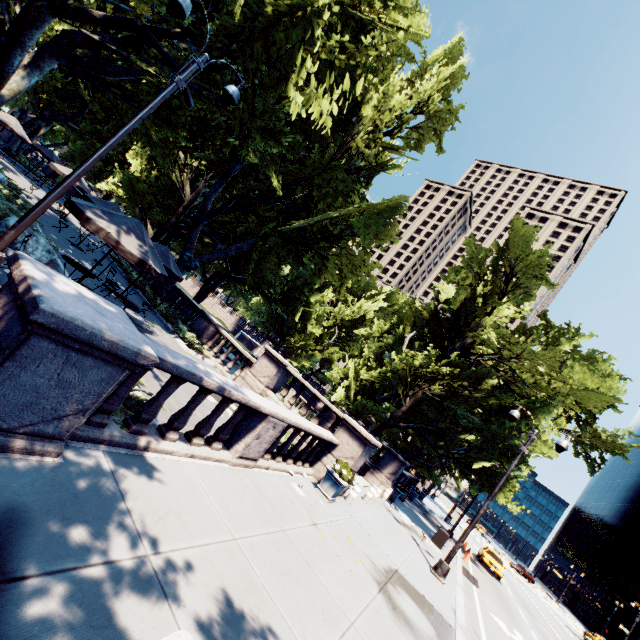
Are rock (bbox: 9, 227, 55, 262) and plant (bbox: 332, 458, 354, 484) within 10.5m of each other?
no

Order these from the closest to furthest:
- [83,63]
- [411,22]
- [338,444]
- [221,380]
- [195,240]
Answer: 1. [221,380]
2. [338,444]
3. [83,63]
4. [411,22]
5. [195,240]

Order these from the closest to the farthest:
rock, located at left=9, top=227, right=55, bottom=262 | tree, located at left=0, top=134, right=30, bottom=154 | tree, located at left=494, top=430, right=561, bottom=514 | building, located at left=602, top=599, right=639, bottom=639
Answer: rock, located at left=9, top=227, right=55, bottom=262 < tree, located at left=494, top=430, right=561, bottom=514 < tree, located at left=0, top=134, right=30, bottom=154 < building, located at left=602, top=599, right=639, bottom=639

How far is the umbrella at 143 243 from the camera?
7.2m

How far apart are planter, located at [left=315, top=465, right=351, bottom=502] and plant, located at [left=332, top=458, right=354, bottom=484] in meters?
0.0

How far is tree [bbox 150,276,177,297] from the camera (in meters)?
18.86

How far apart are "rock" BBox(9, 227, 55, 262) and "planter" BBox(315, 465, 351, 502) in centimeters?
1121cm

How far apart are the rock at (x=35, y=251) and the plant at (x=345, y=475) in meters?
11.3
